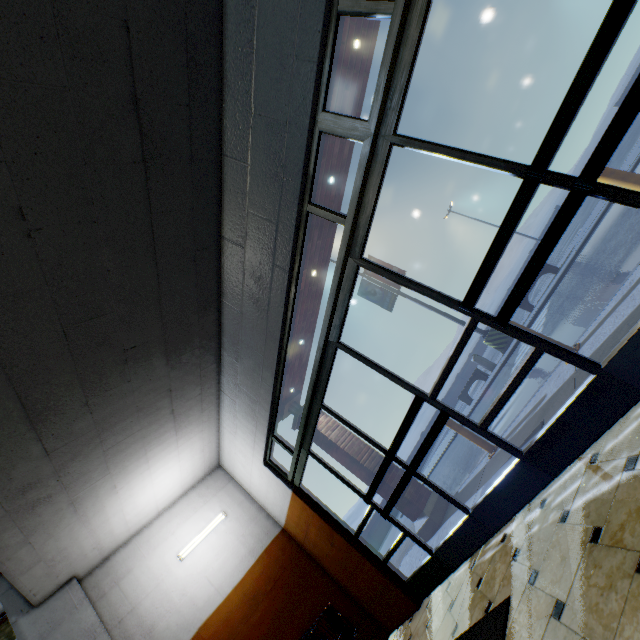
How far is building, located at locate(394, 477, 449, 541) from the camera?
6.02m

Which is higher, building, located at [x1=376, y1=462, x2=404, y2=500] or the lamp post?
building, located at [x1=376, y1=462, x2=404, y2=500]

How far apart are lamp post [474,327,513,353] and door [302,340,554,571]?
10.92m

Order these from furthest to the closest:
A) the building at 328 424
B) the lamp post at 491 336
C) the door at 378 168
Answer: the lamp post at 491 336 < the building at 328 424 < the door at 378 168

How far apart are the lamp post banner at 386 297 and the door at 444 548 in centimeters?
1154cm

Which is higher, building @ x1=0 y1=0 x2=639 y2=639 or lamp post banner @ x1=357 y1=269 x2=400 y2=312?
lamp post banner @ x1=357 y1=269 x2=400 y2=312

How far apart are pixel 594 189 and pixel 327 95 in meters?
2.0

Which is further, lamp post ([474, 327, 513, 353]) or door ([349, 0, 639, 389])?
lamp post ([474, 327, 513, 353])
